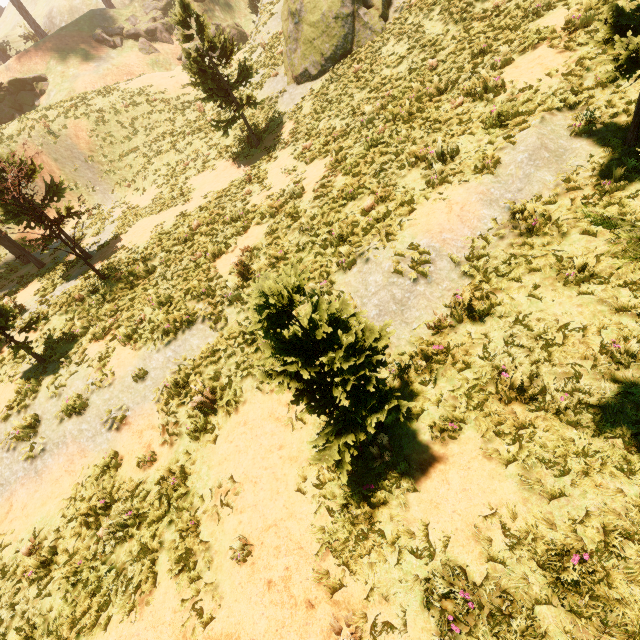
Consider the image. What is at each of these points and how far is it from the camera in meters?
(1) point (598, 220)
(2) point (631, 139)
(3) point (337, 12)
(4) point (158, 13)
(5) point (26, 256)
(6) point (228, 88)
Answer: (1) treerock, 2.7
(2) treerock, 5.7
(3) treerock, 14.3
(4) rock, 31.9
(5) treerock, 17.5
(6) treerock, 15.2

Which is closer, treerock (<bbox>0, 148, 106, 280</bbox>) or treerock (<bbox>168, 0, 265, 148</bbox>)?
treerock (<bbox>0, 148, 106, 280</bbox>)

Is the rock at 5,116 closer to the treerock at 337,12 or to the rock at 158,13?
the treerock at 337,12

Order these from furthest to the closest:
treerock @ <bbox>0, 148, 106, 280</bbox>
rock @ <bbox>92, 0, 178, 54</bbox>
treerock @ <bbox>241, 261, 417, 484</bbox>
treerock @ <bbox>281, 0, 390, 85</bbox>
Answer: rock @ <bbox>92, 0, 178, 54</bbox> < treerock @ <bbox>281, 0, 390, 85</bbox> < treerock @ <bbox>0, 148, 106, 280</bbox> < treerock @ <bbox>241, 261, 417, 484</bbox>

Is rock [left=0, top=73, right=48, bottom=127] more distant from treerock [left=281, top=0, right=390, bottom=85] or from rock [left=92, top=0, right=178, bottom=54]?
rock [left=92, top=0, right=178, bottom=54]
